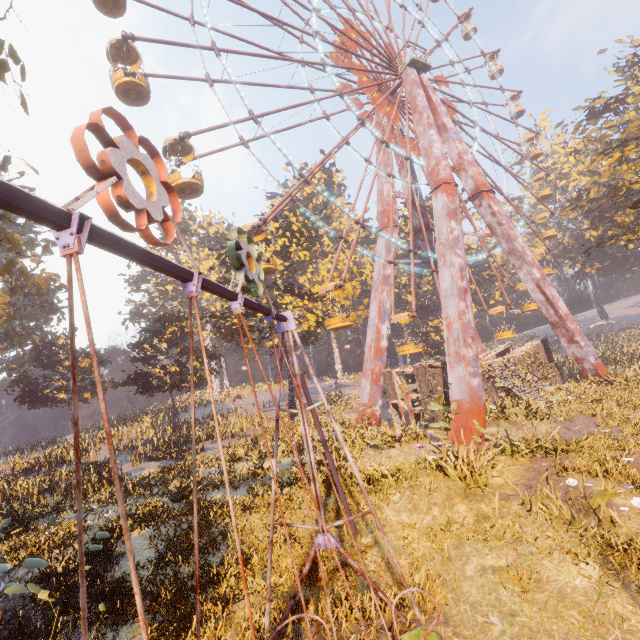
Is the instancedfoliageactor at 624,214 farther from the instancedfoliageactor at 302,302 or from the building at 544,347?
the instancedfoliageactor at 302,302

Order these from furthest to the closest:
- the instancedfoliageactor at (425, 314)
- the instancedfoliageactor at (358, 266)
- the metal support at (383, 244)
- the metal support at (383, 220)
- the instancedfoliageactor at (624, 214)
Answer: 1. the instancedfoliageactor at (425, 314)
2. the instancedfoliageactor at (624, 214)
3. the instancedfoliageactor at (358, 266)
4. the metal support at (383, 220)
5. the metal support at (383, 244)

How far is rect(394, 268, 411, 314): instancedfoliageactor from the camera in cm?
4874

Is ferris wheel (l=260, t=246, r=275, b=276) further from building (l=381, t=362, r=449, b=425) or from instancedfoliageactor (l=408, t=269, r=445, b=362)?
instancedfoliageactor (l=408, t=269, r=445, b=362)

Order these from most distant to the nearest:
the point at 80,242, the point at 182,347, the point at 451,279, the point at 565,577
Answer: the point at 182,347
the point at 451,279
the point at 565,577
the point at 80,242

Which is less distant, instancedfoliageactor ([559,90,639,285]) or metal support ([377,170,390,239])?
metal support ([377,170,390,239])

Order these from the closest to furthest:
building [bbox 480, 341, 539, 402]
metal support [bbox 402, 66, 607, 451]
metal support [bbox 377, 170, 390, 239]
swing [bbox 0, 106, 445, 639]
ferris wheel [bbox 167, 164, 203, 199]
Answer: swing [bbox 0, 106, 445, 639], ferris wheel [bbox 167, 164, 203, 199], metal support [bbox 402, 66, 607, 451], building [bbox 480, 341, 539, 402], metal support [bbox 377, 170, 390, 239]

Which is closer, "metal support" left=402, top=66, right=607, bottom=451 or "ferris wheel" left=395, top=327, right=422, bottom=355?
"metal support" left=402, top=66, right=607, bottom=451
